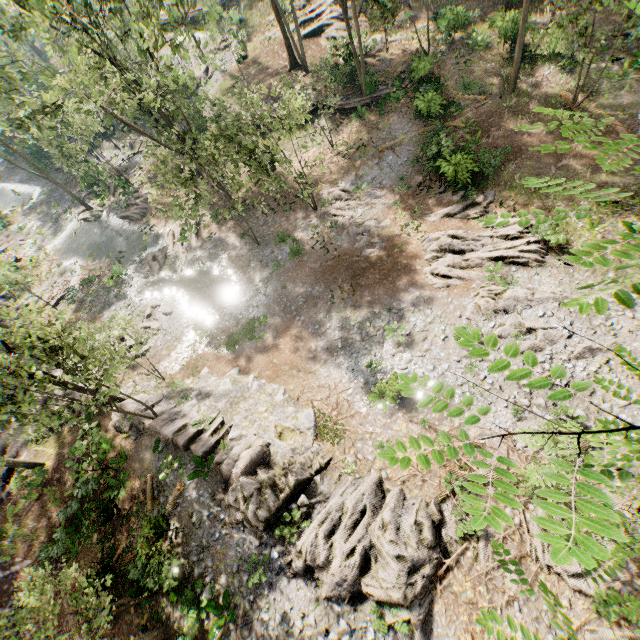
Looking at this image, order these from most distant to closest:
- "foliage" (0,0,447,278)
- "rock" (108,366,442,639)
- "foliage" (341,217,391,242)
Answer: "foliage" (341,217,391,242), "foliage" (0,0,447,278), "rock" (108,366,442,639)

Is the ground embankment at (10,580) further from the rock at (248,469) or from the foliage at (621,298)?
the rock at (248,469)

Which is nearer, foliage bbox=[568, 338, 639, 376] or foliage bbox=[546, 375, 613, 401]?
foliage bbox=[546, 375, 613, 401]

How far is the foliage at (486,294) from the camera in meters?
1.3

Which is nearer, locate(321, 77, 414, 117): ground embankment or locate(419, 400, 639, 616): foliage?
locate(419, 400, 639, 616): foliage

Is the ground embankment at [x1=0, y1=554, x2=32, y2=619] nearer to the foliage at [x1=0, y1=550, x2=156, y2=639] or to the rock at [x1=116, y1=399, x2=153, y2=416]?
the foliage at [x1=0, y1=550, x2=156, y2=639]

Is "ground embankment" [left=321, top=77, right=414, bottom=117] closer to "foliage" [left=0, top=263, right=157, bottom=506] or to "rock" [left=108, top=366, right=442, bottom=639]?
"foliage" [left=0, top=263, right=157, bottom=506]

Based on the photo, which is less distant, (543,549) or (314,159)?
(543,549)
